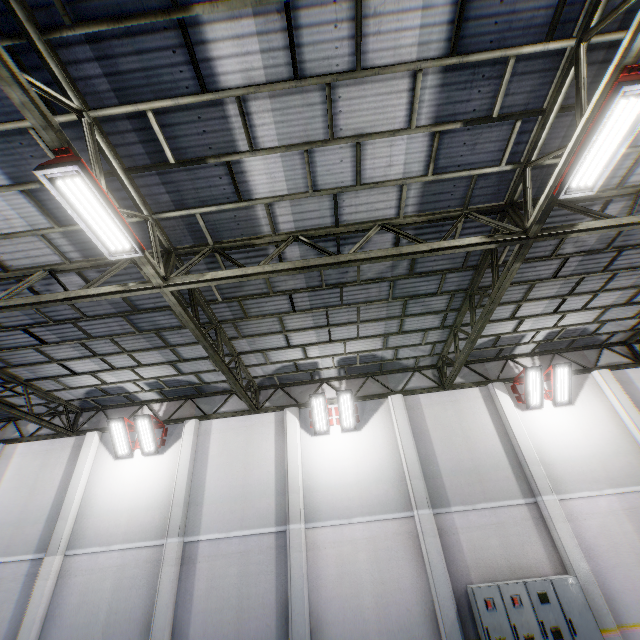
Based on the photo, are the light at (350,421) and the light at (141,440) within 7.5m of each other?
yes

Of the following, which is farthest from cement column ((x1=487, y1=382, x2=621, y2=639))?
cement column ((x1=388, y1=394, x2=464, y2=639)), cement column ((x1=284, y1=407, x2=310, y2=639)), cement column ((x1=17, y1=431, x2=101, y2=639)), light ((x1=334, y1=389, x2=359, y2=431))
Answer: cement column ((x1=17, y1=431, x2=101, y2=639))

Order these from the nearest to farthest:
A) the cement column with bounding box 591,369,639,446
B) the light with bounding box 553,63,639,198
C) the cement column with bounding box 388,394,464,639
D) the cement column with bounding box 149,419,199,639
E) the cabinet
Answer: the light with bounding box 553,63,639,198 < the cabinet < the cement column with bounding box 388,394,464,639 < the cement column with bounding box 149,419,199,639 < the cement column with bounding box 591,369,639,446

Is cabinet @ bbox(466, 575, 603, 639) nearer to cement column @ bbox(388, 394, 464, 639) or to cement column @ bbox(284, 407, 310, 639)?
cement column @ bbox(388, 394, 464, 639)

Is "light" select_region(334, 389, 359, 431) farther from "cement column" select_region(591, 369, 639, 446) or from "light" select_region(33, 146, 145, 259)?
"cement column" select_region(591, 369, 639, 446)

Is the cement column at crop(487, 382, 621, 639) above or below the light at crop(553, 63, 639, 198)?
below

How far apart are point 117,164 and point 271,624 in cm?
1206

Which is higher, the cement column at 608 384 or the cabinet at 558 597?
the cement column at 608 384
